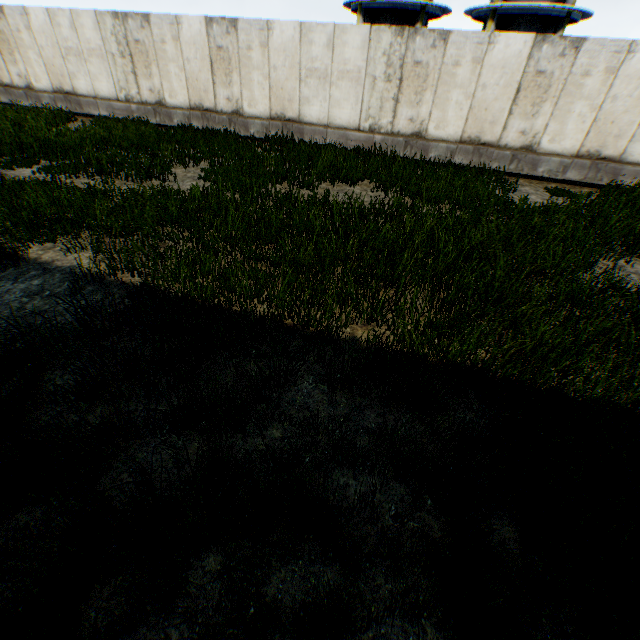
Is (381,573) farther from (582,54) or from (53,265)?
(582,54)

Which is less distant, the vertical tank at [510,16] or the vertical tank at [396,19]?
the vertical tank at [510,16]

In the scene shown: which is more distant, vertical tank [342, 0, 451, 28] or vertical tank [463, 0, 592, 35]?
vertical tank [342, 0, 451, 28]
